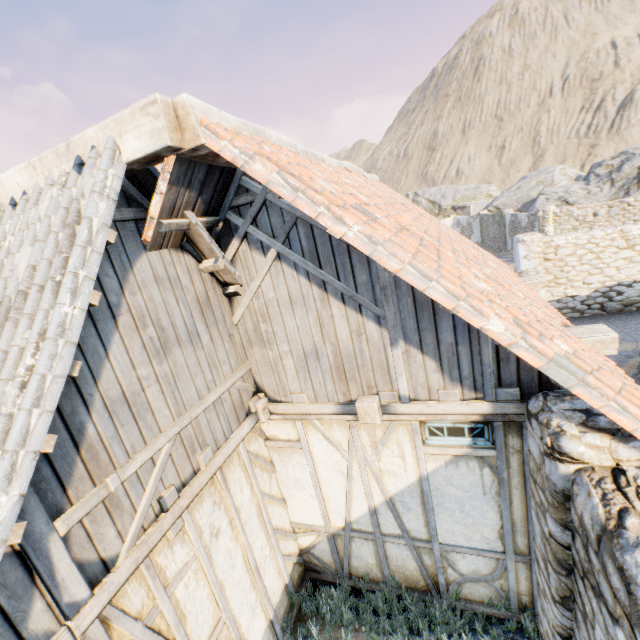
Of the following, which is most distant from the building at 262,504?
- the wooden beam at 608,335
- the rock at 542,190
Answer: the rock at 542,190

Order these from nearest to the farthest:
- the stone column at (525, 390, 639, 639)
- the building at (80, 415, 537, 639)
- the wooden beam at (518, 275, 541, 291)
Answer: the stone column at (525, 390, 639, 639) < the building at (80, 415, 537, 639) < the wooden beam at (518, 275, 541, 291)

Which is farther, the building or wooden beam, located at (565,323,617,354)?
wooden beam, located at (565,323,617,354)

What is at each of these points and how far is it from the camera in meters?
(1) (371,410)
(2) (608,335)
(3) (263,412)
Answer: (1) wooden beam, 3.3 m
(2) wooden beam, 3.6 m
(3) wooden beam, 3.8 m

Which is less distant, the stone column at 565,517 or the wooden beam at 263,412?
the stone column at 565,517

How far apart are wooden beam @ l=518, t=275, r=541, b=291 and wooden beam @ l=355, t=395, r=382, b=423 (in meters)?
4.71

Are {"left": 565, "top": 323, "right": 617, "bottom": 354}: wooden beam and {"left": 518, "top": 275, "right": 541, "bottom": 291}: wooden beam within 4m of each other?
yes

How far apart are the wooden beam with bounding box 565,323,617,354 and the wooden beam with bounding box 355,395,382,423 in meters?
2.5 m
